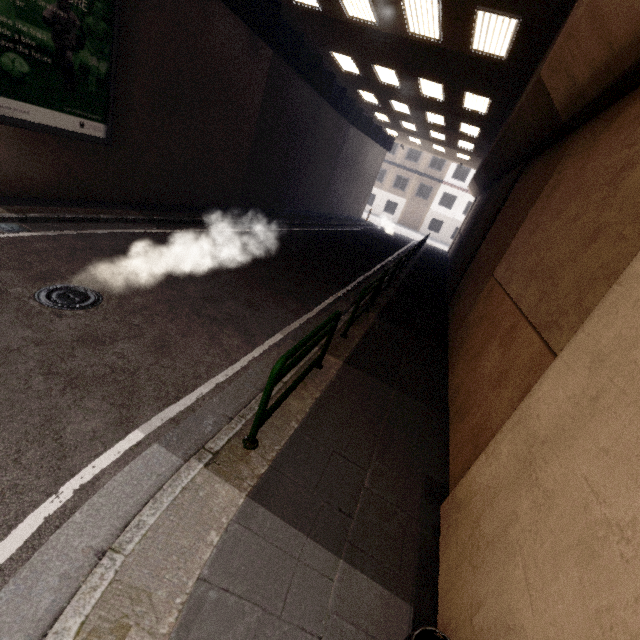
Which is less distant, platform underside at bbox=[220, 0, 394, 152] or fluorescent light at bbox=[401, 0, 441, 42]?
fluorescent light at bbox=[401, 0, 441, 42]

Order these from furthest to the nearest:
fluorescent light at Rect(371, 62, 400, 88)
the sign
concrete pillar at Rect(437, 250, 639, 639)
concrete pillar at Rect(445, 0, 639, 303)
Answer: fluorescent light at Rect(371, 62, 400, 88) → the sign → concrete pillar at Rect(445, 0, 639, 303) → concrete pillar at Rect(437, 250, 639, 639)

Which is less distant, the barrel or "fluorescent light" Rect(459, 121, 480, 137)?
the barrel

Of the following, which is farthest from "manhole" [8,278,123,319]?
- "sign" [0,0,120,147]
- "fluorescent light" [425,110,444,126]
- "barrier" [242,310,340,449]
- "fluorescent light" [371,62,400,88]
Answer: "fluorescent light" [425,110,444,126]

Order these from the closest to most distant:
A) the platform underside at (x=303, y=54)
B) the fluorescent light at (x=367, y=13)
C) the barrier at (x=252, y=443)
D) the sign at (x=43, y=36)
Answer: the barrier at (x=252, y=443)
the sign at (x=43, y=36)
the fluorescent light at (x=367, y=13)
the platform underside at (x=303, y=54)

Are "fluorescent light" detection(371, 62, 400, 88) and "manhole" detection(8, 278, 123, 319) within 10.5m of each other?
no

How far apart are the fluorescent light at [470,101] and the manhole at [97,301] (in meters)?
13.62

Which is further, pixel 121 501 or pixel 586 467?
pixel 121 501
